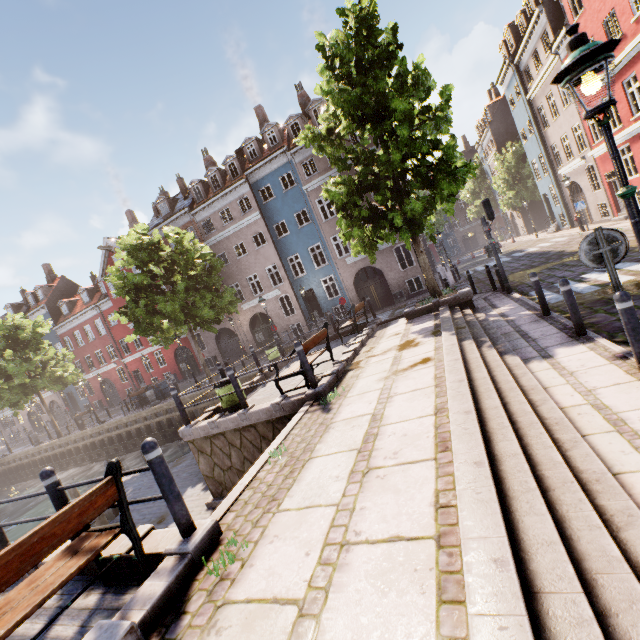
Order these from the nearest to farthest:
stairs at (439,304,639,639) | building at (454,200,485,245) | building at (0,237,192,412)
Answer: stairs at (439,304,639,639) < building at (0,237,192,412) < building at (454,200,485,245)

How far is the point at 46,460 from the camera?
25.34m

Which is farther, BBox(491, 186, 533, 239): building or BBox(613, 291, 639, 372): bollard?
BBox(491, 186, 533, 239): building

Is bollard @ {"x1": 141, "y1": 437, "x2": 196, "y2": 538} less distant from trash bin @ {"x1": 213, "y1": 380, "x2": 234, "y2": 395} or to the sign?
trash bin @ {"x1": 213, "y1": 380, "x2": 234, "y2": 395}

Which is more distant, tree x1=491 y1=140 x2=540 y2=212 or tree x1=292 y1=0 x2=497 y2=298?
tree x1=491 y1=140 x2=540 y2=212

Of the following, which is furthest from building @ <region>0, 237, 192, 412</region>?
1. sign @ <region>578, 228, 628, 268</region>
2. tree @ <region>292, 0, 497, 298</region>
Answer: sign @ <region>578, 228, 628, 268</region>

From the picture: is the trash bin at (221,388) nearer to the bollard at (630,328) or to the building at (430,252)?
the bollard at (630,328)

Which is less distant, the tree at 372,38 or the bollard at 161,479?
the bollard at 161,479
